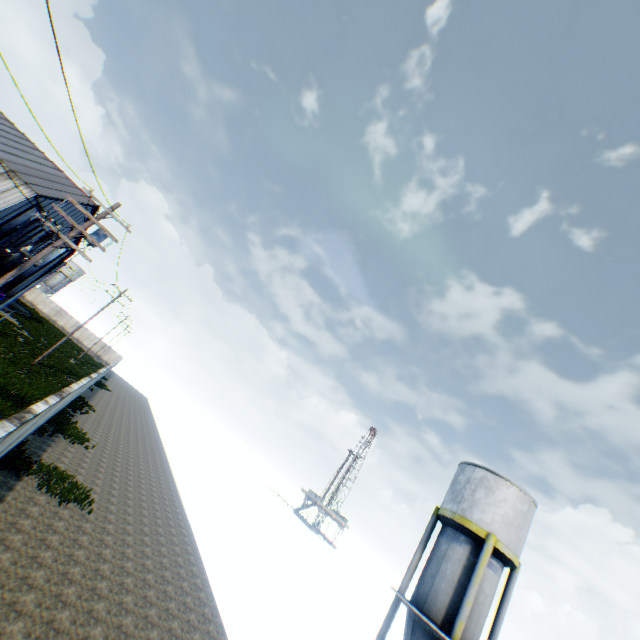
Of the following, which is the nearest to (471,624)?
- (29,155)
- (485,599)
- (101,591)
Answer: (485,599)

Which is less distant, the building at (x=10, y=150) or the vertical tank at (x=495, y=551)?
the vertical tank at (x=495, y=551)

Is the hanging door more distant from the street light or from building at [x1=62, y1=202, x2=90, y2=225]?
the street light

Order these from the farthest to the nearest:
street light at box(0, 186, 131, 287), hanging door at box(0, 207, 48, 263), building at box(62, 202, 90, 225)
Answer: building at box(62, 202, 90, 225)
hanging door at box(0, 207, 48, 263)
street light at box(0, 186, 131, 287)

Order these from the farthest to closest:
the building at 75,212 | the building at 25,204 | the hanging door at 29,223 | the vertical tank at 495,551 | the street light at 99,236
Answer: the building at 75,212
the hanging door at 29,223
the building at 25,204
the vertical tank at 495,551
the street light at 99,236

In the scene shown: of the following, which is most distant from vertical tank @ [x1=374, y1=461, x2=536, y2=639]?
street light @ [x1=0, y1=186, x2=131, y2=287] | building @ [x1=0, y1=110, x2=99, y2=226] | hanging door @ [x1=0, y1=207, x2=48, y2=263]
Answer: hanging door @ [x1=0, y1=207, x2=48, y2=263]

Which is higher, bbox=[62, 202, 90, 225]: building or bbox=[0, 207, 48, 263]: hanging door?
bbox=[62, 202, 90, 225]: building

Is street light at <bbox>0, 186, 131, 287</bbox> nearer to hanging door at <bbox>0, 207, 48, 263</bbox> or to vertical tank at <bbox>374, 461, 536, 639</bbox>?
hanging door at <bbox>0, 207, 48, 263</bbox>
